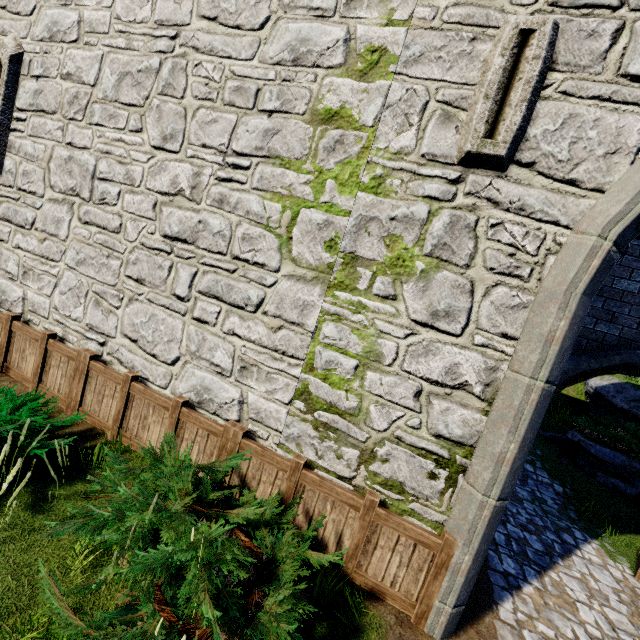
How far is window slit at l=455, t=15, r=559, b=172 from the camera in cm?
329

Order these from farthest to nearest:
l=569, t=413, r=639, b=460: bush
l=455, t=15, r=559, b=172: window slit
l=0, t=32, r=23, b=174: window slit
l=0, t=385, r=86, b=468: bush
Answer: l=569, t=413, r=639, b=460: bush → l=0, t=32, r=23, b=174: window slit → l=0, t=385, r=86, b=468: bush → l=455, t=15, r=559, b=172: window slit

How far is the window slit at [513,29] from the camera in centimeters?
329cm

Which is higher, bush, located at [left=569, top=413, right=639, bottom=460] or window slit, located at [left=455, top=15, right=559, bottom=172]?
window slit, located at [left=455, top=15, right=559, bottom=172]

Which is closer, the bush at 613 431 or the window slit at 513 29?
the window slit at 513 29

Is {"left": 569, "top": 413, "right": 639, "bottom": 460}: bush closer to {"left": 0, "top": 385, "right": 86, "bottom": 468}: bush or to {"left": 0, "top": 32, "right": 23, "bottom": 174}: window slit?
{"left": 0, "top": 385, "right": 86, "bottom": 468}: bush

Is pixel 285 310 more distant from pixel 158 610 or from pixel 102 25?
pixel 102 25

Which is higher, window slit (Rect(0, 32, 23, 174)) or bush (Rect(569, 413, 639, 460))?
window slit (Rect(0, 32, 23, 174))
